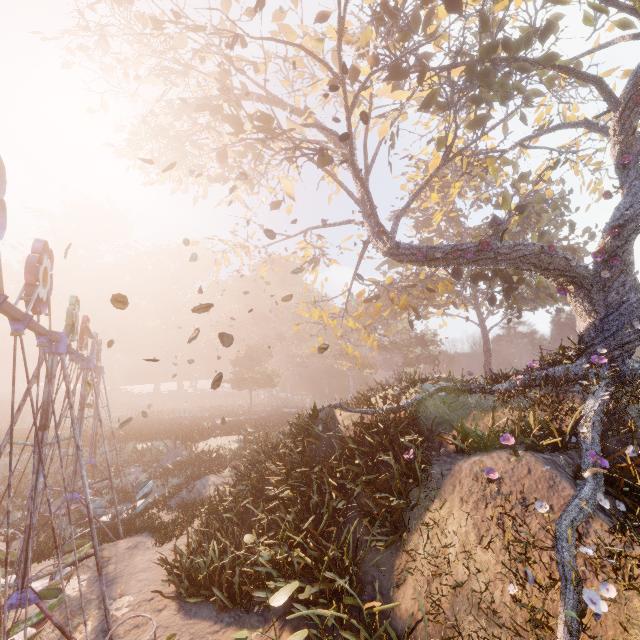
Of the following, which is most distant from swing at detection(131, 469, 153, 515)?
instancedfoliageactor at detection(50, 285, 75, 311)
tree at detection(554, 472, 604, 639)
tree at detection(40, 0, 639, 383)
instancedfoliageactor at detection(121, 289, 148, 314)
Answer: A: instancedfoliageactor at detection(121, 289, 148, 314)

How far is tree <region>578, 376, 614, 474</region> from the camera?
6.9 meters

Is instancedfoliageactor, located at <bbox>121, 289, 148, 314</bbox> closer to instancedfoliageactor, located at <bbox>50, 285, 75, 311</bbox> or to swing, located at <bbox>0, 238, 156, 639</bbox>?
instancedfoliageactor, located at <bbox>50, 285, 75, 311</bbox>

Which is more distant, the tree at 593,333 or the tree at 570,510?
the tree at 593,333

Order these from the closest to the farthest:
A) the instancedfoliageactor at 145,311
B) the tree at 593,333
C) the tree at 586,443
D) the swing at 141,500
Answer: the tree at 586,443 < the tree at 593,333 < the swing at 141,500 < the instancedfoliageactor at 145,311

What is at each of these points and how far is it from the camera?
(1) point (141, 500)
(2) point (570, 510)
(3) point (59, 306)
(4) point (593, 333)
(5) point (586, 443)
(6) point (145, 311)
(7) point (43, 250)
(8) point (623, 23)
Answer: (1) swing, 13.1m
(2) tree, 5.5m
(3) instancedfoliageactor, 53.2m
(4) tree, 11.2m
(5) tree, 7.4m
(6) instancedfoliageactor, 59.5m
(7) swing, 5.1m
(8) tree, 11.7m

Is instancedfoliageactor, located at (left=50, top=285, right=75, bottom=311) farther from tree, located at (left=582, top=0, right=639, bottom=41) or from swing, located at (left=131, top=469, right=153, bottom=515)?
tree, located at (left=582, top=0, right=639, bottom=41)
